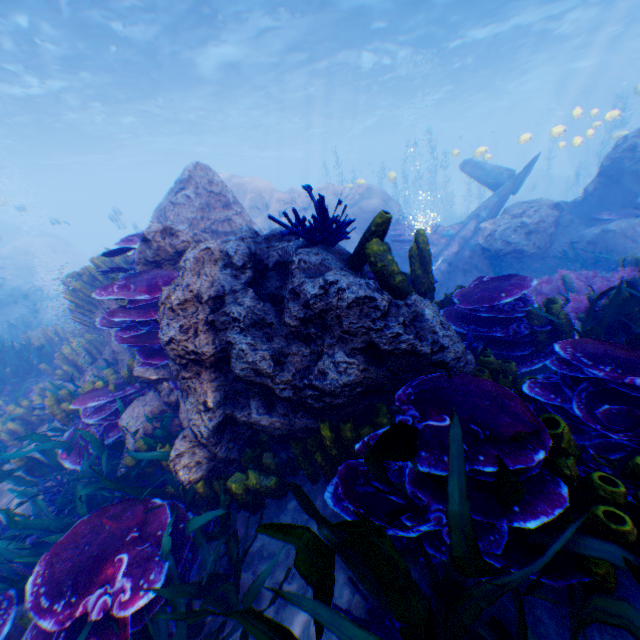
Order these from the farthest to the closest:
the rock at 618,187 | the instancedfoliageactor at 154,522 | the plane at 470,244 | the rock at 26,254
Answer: the rock at 26,254, the plane at 470,244, the rock at 618,187, the instancedfoliageactor at 154,522

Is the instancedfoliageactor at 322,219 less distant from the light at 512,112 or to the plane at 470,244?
the plane at 470,244

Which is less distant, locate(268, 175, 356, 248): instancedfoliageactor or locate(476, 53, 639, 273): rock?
locate(268, 175, 356, 248): instancedfoliageactor

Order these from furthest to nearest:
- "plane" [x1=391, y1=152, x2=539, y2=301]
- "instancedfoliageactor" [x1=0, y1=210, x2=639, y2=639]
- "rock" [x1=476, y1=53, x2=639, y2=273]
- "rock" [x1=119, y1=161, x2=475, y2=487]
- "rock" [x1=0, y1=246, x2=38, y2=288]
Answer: "rock" [x1=0, y1=246, x2=38, y2=288]
"plane" [x1=391, y1=152, x2=539, y2=301]
"rock" [x1=476, y1=53, x2=639, y2=273]
"rock" [x1=119, y1=161, x2=475, y2=487]
"instancedfoliageactor" [x1=0, y1=210, x2=639, y2=639]

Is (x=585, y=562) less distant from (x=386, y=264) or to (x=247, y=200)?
(x=386, y=264)

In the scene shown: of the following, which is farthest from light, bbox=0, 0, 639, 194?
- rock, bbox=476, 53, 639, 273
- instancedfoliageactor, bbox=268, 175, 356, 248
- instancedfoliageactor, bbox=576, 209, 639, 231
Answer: instancedfoliageactor, bbox=576, 209, 639, 231

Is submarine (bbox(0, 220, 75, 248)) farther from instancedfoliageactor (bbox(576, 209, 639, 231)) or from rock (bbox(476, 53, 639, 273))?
instancedfoliageactor (bbox(576, 209, 639, 231))

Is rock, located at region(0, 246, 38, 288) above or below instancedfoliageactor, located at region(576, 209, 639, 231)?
below
